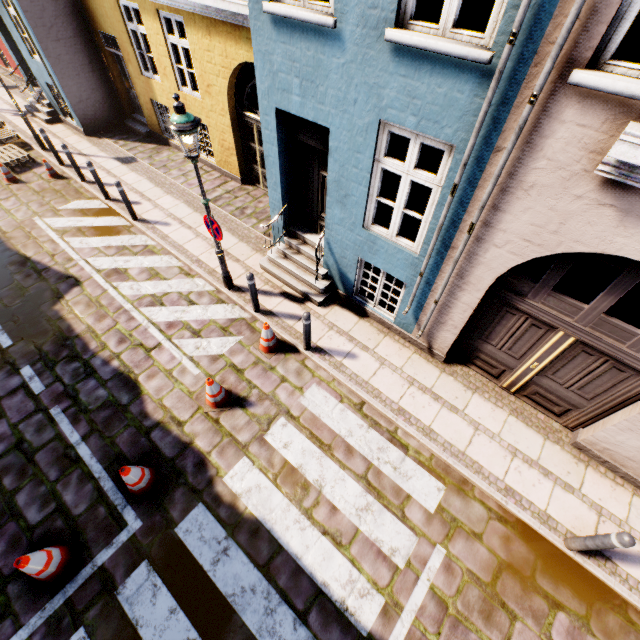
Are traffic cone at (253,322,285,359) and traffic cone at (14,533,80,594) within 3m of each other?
no

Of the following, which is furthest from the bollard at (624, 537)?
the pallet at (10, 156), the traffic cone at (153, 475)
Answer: the pallet at (10, 156)

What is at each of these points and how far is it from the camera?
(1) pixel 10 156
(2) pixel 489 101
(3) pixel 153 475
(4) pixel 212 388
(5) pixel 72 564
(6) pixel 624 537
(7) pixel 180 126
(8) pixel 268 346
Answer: (1) pallet, 10.5m
(2) building, 3.3m
(3) traffic cone, 5.0m
(4) traffic cone, 5.5m
(5) traffic cone, 4.4m
(6) bollard, 3.8m
(7) street light, 4.6m
(8) traffic cone, 6.5m

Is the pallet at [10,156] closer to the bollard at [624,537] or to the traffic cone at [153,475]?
the traffic cone at [153,475]

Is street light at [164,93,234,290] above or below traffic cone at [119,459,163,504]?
above

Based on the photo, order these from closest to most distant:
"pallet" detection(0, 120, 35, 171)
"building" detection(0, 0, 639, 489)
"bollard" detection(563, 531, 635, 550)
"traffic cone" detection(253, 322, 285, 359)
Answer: "building" detection(0, 0, 639, 489)
"bollard" detection(563, 531, 635, 550)
"traffic cone" detection(253, 322, 285, 359)
"pallet" detection(0, 120, 35, 171)

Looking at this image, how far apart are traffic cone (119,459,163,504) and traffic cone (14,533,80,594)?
0.79m

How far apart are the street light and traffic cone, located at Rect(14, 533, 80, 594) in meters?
5.0 m
